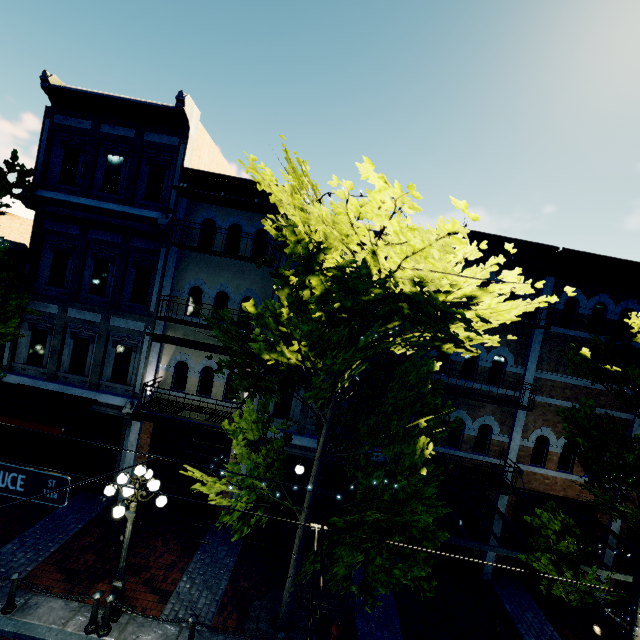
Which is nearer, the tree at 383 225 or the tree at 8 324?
the tree at 383 225

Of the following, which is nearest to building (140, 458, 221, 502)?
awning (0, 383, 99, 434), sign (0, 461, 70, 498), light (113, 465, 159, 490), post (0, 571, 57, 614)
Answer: awning (0, 383, 99, 434)

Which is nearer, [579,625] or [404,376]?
[404,376]

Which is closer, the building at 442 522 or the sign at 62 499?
the sign at 62 499

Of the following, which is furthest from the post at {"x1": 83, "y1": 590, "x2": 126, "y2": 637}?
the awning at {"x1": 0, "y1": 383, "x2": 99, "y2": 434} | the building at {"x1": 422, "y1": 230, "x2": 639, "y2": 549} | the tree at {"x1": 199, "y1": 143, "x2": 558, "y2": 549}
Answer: the building at {"x1": 422, "y1": 230, "x2": 639, "y2": 549}

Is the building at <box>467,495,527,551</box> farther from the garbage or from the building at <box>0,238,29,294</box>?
the garbage

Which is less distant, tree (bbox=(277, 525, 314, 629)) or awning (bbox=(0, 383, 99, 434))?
tree (bbox=(277, 525, 314, 629))

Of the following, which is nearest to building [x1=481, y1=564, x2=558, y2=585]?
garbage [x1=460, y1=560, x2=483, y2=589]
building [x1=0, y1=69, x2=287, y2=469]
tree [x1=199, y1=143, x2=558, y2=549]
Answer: tree [x1=199, y1=143, x2=558, y2=549]
